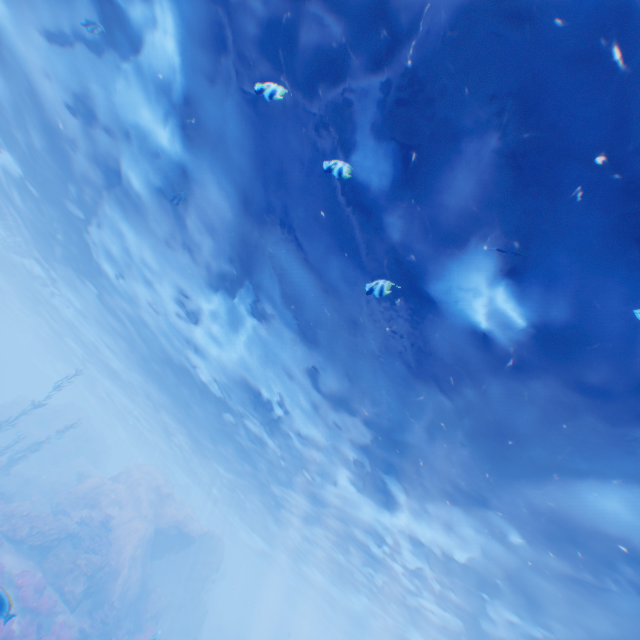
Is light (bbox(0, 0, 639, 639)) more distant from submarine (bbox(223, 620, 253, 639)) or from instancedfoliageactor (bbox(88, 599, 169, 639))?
instancedfoliageactor (bbox(88, 599, 169, 639))

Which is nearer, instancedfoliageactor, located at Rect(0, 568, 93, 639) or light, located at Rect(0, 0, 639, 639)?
light, located at Rect(0, 0, 639, 639)

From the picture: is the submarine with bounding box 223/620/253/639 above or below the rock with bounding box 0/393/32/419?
below

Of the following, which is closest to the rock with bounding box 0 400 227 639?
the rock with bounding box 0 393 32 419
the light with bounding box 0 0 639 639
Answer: the light with bounding box 0 0 639 639

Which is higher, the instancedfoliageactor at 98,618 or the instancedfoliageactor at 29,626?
the instancedfoliageactor at 98,618

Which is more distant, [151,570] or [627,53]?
[151,570]

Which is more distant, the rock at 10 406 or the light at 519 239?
the rock at 10 406

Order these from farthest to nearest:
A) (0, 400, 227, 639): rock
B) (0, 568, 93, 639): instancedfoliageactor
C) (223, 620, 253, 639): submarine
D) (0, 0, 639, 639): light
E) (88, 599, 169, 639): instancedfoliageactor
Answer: Answer: (223, 620, 253, 639): submarine, (0, 400, 227, 639): rock, (88, 599, 169, 639): instancedfoliageactor, (0, 568, 93, 639): instancedfoliageactor, (0, 0, 639, 639): light
